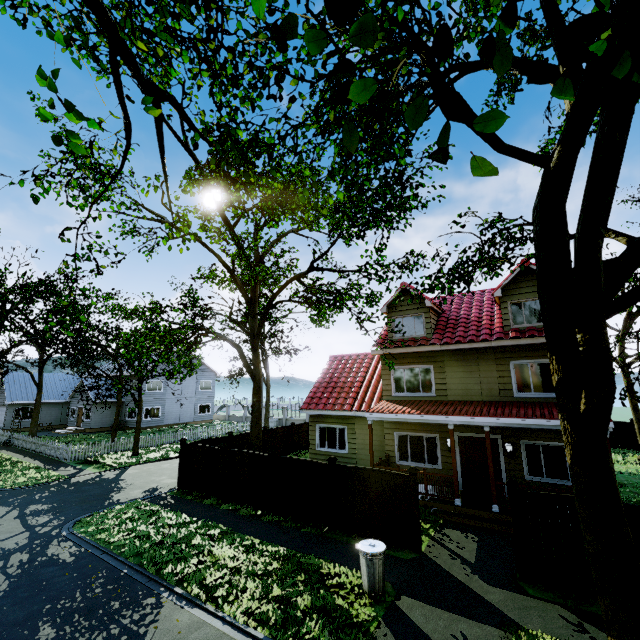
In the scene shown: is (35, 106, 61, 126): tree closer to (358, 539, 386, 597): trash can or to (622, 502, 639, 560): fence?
(622, 502, 639, 560): fence

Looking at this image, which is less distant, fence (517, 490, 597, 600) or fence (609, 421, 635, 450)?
fence (517, 490, 597, 600)

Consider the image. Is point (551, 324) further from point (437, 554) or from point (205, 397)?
point (205, 397)

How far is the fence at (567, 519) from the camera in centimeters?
721cm

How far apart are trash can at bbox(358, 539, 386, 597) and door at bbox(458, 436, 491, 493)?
6.88m

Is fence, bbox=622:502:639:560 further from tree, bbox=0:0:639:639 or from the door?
the door

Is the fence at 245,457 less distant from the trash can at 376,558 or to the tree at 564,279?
the tree at 564,279

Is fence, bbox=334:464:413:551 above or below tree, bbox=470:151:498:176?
below
